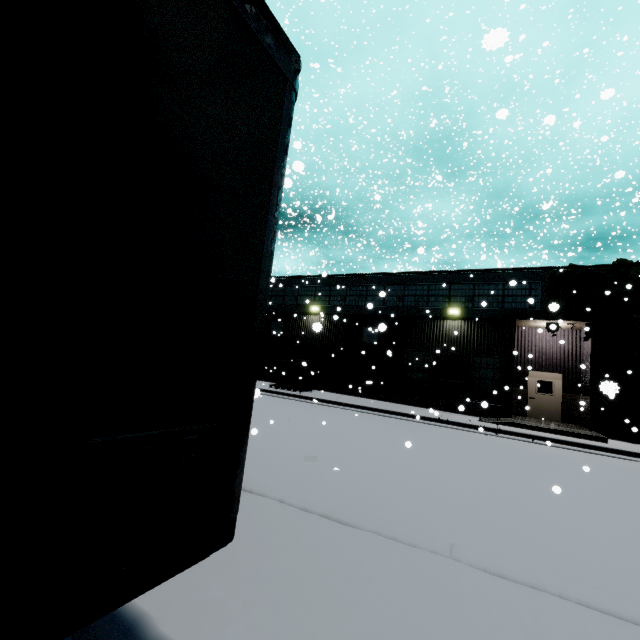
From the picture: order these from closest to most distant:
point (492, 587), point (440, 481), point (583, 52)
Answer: point (492, 587) → point (440, 481) → point (583, 52)

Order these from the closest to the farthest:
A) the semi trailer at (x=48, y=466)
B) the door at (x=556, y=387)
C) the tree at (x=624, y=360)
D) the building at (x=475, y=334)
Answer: Result:
the semi trailer at (x=48, y=466)
the tree at (x=624, y=360)
the building at (x=475, y=334)
the door at (x=556, y=387)

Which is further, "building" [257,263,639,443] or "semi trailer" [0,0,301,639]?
"building" [257,263,639,443]

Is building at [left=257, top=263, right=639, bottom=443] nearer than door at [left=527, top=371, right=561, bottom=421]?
Yes

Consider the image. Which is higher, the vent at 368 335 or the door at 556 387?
the vent at 368 335

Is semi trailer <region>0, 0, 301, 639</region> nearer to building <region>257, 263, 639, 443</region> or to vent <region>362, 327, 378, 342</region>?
building <region>257, 263, 639, 443</region>

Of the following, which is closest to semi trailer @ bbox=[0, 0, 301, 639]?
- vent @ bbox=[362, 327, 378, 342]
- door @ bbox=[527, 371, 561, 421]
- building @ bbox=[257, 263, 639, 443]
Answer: building @ bbox=[257, 263, 639, 443]

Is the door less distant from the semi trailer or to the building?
Answer: the building
